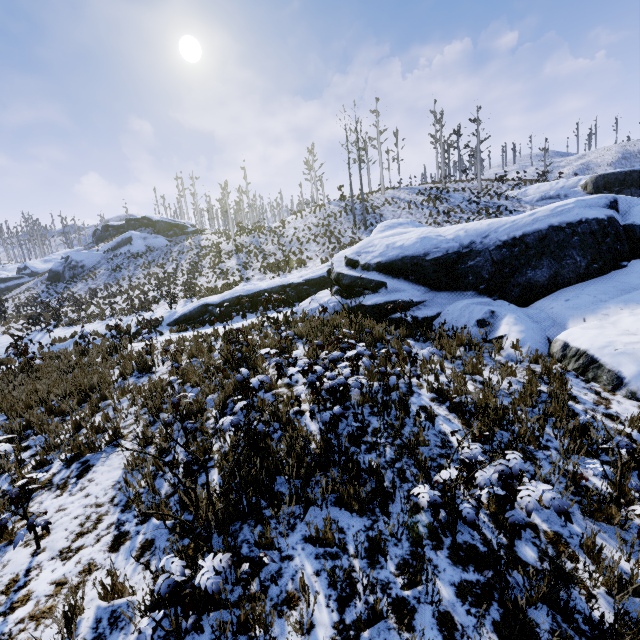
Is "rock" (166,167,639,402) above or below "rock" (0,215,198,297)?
below

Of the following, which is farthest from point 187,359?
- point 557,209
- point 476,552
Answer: point 557,209

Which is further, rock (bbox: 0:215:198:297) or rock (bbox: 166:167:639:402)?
rock (bbox: 0:215:198:297)

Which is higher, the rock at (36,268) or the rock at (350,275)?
the rock at (36,268)

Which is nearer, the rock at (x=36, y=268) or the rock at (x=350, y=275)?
the rock at (x=350, y=275)
